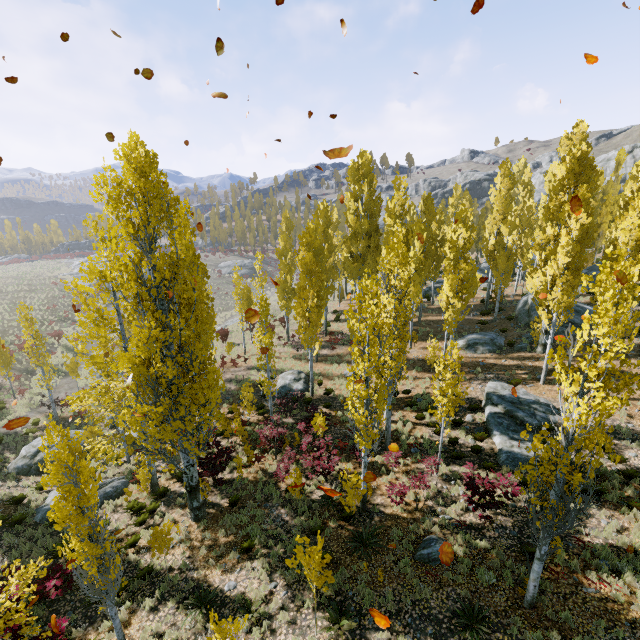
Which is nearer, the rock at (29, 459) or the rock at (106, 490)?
the rock at (106, 490)

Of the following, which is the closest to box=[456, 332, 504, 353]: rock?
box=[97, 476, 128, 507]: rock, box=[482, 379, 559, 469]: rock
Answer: box=[482, 379, 559, 469]: rock

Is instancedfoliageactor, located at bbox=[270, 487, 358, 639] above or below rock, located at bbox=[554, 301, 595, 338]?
below

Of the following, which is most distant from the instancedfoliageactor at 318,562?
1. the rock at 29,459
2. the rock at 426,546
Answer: the rock at 426,546

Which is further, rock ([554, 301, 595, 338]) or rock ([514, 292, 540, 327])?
rock ([514, 292, 540, 327])

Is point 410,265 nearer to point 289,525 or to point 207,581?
point 289,525

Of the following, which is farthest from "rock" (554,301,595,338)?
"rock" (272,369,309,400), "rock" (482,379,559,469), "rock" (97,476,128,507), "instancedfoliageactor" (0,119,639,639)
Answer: "rock" (97,476,128,507)

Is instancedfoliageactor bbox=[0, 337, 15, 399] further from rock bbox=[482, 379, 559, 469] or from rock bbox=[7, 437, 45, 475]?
rock bbox=[7, 437, 45, 475]
